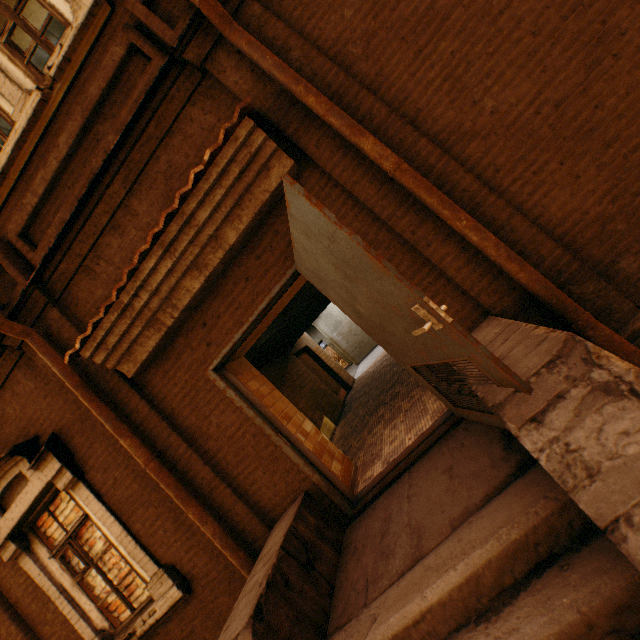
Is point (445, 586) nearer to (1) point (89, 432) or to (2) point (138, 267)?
(2) point (138, 267)

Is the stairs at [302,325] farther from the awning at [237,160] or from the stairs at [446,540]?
the stairs at [446,540]

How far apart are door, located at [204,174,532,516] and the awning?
0.5m

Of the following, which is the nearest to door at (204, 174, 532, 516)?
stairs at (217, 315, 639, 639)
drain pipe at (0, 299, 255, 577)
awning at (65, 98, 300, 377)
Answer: stairs at (217, 315, 639, 639)

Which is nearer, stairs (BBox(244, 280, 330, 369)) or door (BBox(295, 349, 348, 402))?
stairs (BBox(244, 280, 330, 369))

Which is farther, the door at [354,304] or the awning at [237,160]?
the awning at [237,160]

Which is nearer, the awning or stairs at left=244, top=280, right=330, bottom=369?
the awning

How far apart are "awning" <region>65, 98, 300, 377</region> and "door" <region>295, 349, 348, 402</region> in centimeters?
634cm
